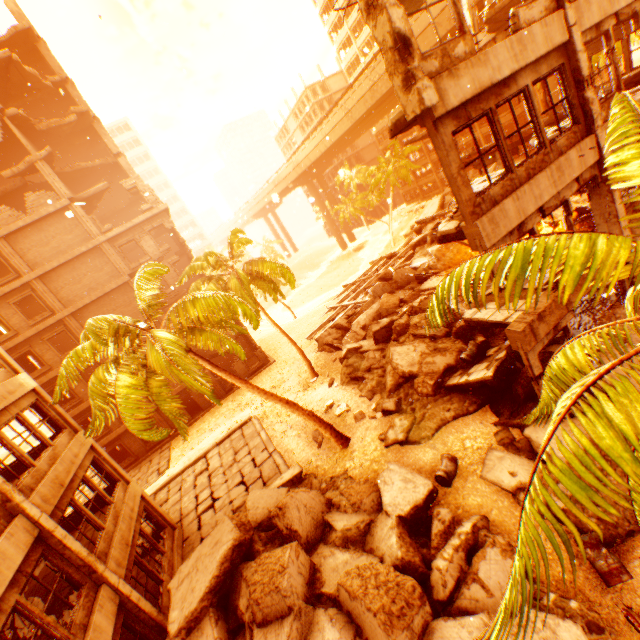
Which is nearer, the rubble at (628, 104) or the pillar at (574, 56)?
the rubble at (628, 104)

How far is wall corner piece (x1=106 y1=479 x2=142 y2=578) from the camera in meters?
9.8

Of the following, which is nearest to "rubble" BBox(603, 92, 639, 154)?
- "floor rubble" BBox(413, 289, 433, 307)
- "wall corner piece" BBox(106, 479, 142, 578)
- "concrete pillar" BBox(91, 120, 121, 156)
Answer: "wall corner piece" BBox(106, 479, 142, 578)

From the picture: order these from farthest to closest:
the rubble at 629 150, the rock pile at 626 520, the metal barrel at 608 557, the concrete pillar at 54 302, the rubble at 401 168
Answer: the rubble at 401 168, the concrete pillar at 54 302, the rock pile at 626 520, the metal barrel at 608 557, the rubble at 629 150

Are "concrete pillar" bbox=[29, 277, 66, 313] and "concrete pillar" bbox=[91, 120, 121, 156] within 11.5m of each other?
no

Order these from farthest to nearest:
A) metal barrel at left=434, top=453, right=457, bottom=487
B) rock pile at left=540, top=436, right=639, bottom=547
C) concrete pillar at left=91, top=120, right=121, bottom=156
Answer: concrete pillar at left=91, top=120, right=121, bottom=156, metal barrel at left=434, top=453, right=457, bottom=487, rock pile at left=540, top=436, right=639, bottom=547

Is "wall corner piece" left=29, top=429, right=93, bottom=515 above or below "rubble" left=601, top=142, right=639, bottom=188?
below

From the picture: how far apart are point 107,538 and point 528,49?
17.82m
